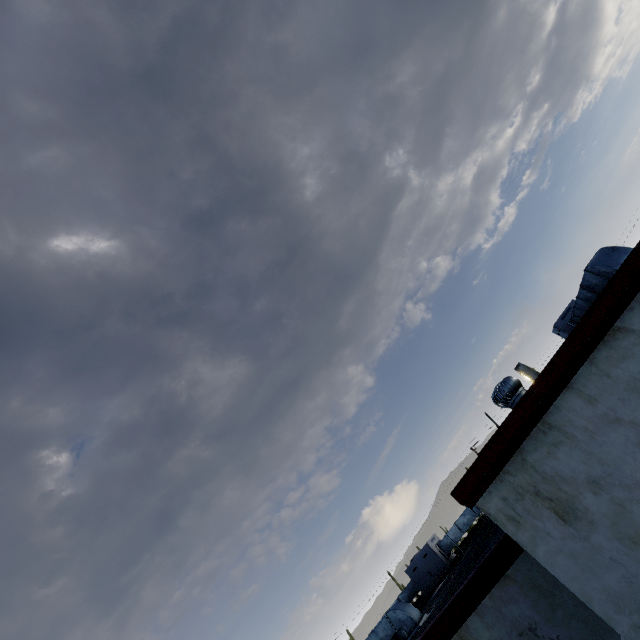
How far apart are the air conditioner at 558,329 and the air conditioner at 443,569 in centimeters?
841cm

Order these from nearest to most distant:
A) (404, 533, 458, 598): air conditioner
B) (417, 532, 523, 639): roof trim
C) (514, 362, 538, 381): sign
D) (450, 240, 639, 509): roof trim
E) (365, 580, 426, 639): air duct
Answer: (450, 240, 639, 509): roof trim, (417, 532, 523, 639): roof trim, (365, 580, 426, 639): air duct, (404, 533, 458, 598): air conditioner, (514, 362, 538, 381): sign

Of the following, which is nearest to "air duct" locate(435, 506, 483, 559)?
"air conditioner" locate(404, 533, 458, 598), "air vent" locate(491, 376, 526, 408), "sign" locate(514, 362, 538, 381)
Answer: "air conditioner" locate(404, 533, 458, 598)

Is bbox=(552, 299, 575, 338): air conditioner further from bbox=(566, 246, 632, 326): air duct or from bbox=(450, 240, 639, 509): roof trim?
bbox=(450, 240, 639, 509): roof trim

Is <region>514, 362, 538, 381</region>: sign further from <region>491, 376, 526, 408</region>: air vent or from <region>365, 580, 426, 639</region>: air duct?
<region>491, 376, 526, 408</region>: air vent

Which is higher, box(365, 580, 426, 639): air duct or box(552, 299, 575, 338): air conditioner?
box(552, 299, 575, 338): air conditioner

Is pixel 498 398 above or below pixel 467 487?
above

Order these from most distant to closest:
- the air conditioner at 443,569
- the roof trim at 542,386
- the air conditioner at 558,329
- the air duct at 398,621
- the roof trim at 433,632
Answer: the air conditioner at 443,569
the air conditioner at 558,329
the air duct at 398,621
the roof trim at 433,632
the roof trim at 542,386
